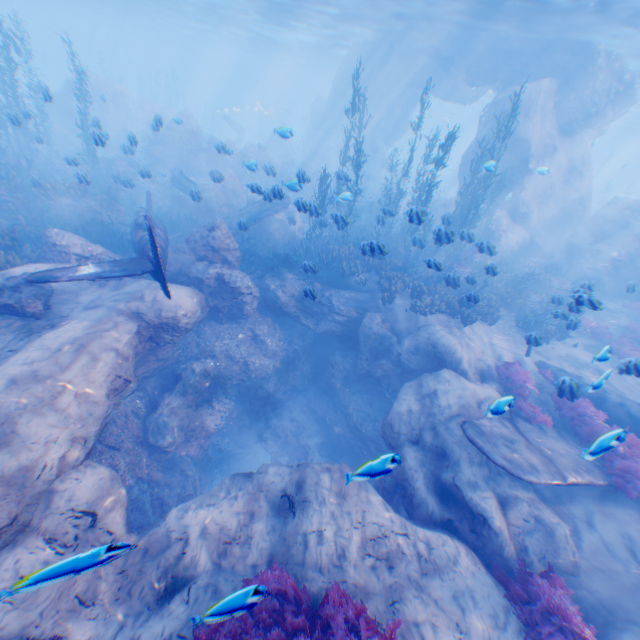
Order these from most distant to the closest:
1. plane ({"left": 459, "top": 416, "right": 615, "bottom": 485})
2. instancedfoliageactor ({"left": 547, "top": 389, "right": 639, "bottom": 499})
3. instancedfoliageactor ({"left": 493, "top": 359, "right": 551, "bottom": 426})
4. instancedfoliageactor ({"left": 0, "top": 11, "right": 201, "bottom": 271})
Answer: instancedfoliageactor ({"left": 0, "top": 11, "right": 201, "bottom": 271}) < instancedfoliageactor ({"left": 493, "top": 359, "right": 551, "bottom": 426}) < plane ({"left": 459, "top": 416, "right": 615, "bottom": 485}) < instancedfoliageactor ({"left": 547, "top": 389, "right": 639, "bottom": 499})

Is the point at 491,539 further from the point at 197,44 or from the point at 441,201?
the point at 197,44

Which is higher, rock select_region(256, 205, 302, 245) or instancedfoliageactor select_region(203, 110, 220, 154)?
instancedfoliageactor select_region(203, 110, 220, 154)

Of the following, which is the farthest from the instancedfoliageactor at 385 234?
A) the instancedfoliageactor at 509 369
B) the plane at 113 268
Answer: the instancedfoliageactor at 509 369

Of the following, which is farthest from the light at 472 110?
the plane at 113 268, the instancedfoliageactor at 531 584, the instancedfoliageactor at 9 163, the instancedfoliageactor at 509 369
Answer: the instancedfoliageactor at 509 369

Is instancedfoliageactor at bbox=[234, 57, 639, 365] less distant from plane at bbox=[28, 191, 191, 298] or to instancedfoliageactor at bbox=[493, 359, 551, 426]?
plane at bbox=[28, 191, 191, 298]

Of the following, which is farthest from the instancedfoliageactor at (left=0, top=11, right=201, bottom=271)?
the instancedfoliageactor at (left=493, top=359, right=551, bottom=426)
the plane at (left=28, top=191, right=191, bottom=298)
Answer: the instancedfoliageactor at (left=493, top=359, right=551, bottom=426)
